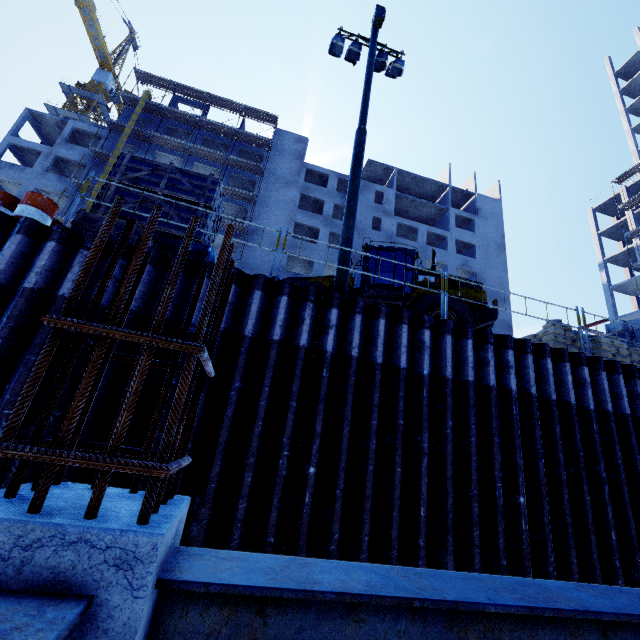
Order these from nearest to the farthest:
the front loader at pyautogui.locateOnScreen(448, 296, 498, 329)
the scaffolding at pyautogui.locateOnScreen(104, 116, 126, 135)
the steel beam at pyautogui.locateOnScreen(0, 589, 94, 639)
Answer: the steel beam at pyautogui.locateOnScreen(0, 589, 94, 639) < the front loader at pyautogui.locateOnScreen(448, 296, 498, 329) < the scaffolding at pyautogui.locateOnScreen(104, 116, 126, 135)

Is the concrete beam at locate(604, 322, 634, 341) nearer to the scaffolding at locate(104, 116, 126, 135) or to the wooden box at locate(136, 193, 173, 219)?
the wooden box at locate(136, 193, 173, 219)

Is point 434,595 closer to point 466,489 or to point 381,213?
point 466,489

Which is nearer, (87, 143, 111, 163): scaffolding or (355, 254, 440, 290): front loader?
(355, 254, 440, 290): front loader

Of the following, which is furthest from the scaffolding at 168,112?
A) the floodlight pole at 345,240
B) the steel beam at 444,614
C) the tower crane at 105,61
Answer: the steel beam at 444,614

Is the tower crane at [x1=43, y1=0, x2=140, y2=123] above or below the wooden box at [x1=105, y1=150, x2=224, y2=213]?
above

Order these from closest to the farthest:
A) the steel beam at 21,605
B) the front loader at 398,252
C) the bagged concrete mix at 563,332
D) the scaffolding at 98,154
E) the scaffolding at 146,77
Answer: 1. the steel beam at 21,605
2. the bagged concrete mix at 563,332
3. the front loader at 398,252
4. the scaffolding at 98,154
5. the scaffolding at 146,77
